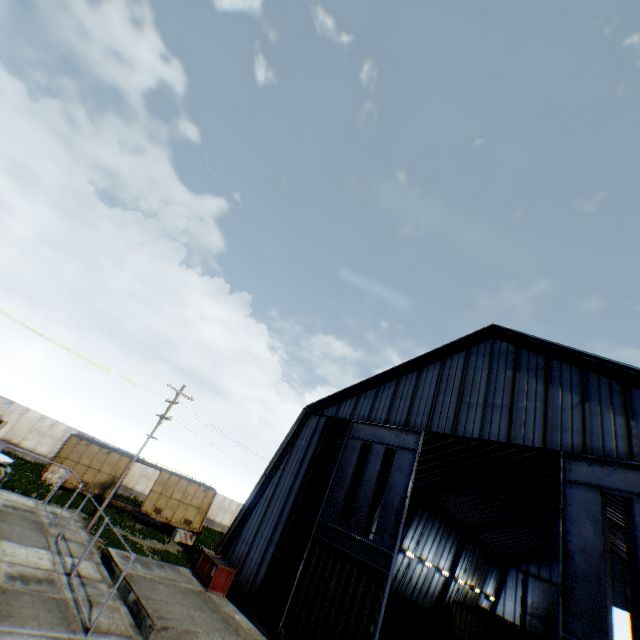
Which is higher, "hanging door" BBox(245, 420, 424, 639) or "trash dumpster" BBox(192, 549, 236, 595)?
"hanging door" BBox(245, 420, 424, 639)

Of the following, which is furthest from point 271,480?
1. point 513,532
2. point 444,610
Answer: point 513,532

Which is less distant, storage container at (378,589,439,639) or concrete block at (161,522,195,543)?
storage container at (378,589,439,639)

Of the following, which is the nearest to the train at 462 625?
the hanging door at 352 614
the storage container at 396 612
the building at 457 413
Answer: the storage container at 396 612

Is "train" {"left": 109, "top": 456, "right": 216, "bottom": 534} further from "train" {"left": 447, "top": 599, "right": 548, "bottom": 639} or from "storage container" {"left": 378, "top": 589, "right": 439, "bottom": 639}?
"train" {"left": 447, "top": 599, "right": 548, "bottom": 639}

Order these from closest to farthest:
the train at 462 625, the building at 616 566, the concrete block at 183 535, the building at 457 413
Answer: the building at 457 413 → the train at 462 625 → the concrete block at 183 535 → the building at 616 566

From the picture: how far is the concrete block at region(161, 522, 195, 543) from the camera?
26.17m

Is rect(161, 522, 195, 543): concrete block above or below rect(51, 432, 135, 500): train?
below
